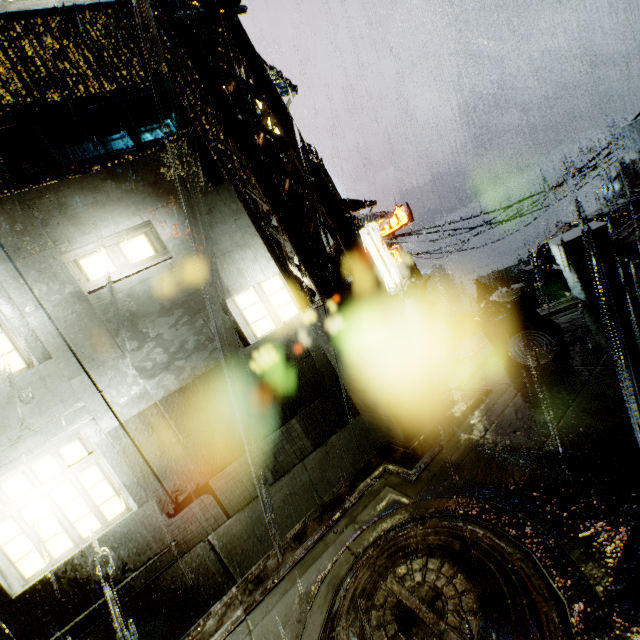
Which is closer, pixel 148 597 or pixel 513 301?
pixel 148 597

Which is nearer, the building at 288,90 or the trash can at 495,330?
the trash can at 495,330

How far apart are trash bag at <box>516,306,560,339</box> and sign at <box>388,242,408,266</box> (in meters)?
20.63

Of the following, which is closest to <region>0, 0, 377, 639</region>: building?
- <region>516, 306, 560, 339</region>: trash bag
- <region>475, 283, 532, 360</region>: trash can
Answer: <region>475, 283, 532, 360</region>: trash can

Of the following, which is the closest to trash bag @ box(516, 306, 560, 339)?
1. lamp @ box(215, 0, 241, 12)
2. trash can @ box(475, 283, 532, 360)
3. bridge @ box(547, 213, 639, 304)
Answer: trash can @ box(475, 283, 532, 360)

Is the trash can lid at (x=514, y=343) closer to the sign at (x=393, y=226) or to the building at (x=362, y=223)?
the building at (x=362, y=223)

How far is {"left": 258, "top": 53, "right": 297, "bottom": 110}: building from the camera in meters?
9.8 m

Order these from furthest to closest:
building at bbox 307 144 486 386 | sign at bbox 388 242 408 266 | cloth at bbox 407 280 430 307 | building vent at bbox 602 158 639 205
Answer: sign at bbox 388 242 408 266, cloth at bbox 407 280 430 307, building vent at bbox 602 158 639 205, building at bbox 307 144 486 386
